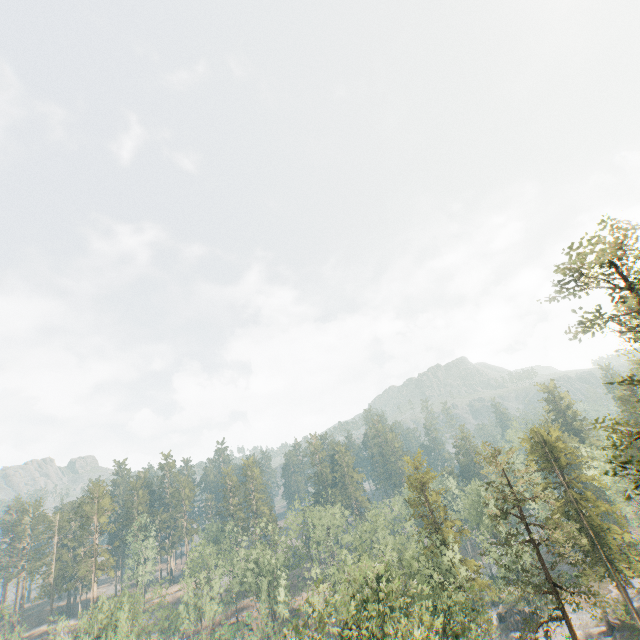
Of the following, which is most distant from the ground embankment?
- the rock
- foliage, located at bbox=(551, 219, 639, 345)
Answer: the rock

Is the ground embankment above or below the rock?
above

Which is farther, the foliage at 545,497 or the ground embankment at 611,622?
the ground embankment at 611,622

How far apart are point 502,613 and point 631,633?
21.2m

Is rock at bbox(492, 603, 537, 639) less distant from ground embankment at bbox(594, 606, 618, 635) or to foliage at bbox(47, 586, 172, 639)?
foliage at bbox(47, 586, 172, 639)

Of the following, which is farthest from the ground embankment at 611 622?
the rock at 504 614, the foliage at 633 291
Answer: the rock at 504 614
